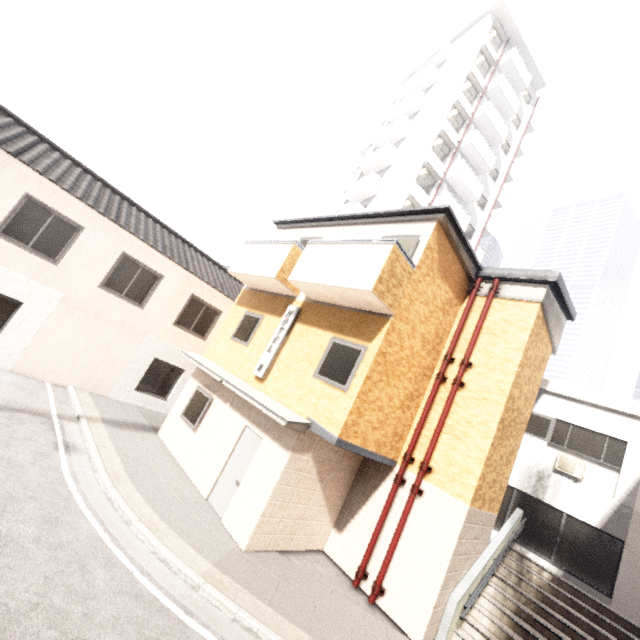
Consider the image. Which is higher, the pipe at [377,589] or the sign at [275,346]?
the sign at [275,346]

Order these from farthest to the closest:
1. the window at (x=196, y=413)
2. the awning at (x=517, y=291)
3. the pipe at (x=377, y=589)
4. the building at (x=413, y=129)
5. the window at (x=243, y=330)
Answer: the building at (x=413, y=129), the window at (x=243, y=330), the window at (x=196, y=413), the awning at (x=517, y=291), the pipe at (x=377, y=589)

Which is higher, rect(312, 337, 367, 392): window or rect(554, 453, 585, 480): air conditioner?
rect(554, 453, 585, 480): air conditioner

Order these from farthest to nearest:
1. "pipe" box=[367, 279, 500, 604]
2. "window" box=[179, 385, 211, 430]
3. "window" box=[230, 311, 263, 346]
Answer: "window" box=[230, 311, 263, 346] < "window" box=[179, 385, 211, 430] < "pipe" box=[367, 279, 500, 604]

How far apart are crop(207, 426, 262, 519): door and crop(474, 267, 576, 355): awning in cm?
734

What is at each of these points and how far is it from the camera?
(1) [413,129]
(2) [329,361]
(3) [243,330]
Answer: (1) building, 25.8m
(2) window, 8.0m
(3) window, 11.0m

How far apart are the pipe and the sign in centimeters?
463cm

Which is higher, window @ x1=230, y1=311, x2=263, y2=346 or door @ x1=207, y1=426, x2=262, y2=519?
window @ x1=230, y1=311, x2=263, y2=346
